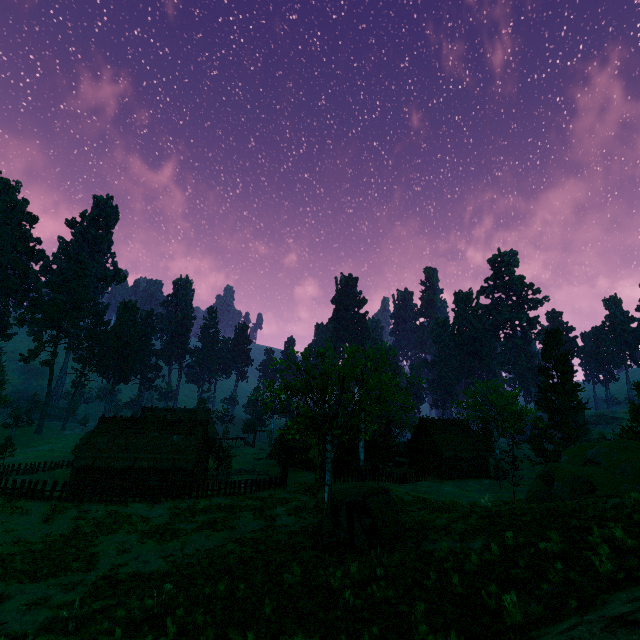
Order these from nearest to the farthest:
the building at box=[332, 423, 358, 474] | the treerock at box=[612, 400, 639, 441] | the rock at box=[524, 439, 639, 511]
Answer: the rock at box=[524, 439, 639, 511], the treerock at box=[612, 400, 639, 441], the building at box=[332, 423, 358, 474]

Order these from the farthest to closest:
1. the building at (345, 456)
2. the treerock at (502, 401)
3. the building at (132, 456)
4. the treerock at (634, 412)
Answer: the treerock at (502, 401) < the building at (345, 456) < the treerock at (634, 412) < the building at (132, 456)

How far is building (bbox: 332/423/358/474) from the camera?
43.4m

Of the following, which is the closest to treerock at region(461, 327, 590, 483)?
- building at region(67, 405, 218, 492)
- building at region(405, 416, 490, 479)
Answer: building at region(67, 405, 218, 492)

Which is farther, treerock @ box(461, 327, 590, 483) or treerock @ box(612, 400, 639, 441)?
treerock @ box(461, 327, 590, 483)

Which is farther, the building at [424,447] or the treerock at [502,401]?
the treerock at [502,401]

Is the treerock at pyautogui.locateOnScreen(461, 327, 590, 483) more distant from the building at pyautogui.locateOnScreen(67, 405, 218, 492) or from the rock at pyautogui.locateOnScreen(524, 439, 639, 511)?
the rock at pyautogui.locateOnScreen(524, 439, 639, 511)

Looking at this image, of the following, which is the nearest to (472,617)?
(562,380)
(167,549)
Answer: (167,549)
